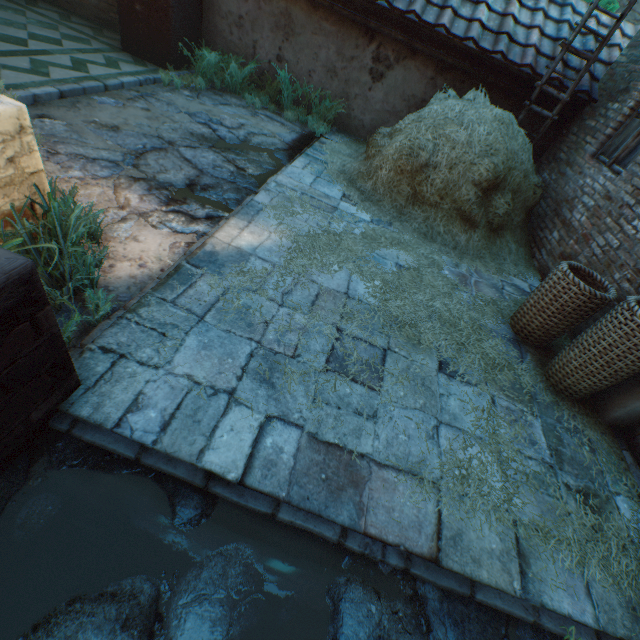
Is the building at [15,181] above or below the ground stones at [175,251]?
above

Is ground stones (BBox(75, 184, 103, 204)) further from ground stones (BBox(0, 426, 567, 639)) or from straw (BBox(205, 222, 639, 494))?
ground stones (BBox(0, 426, 567, 639))

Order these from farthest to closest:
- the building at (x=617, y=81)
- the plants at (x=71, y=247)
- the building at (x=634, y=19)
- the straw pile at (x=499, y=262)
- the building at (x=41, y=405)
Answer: the building at (x=634, y=19) → the straw pile at (x=499, y=262) → the building at (x=617, y=81) → the plants at (x=71, y=247) → the building at (x=41, y=405)

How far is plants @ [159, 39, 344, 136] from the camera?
5.77m

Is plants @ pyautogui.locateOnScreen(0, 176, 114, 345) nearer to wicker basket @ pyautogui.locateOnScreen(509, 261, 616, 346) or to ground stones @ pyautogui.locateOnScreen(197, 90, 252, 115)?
ground stones @ pyautogui.locateOnScreen(197, 90, 252, 115)

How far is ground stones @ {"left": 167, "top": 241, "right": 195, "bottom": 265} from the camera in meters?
2.7 m

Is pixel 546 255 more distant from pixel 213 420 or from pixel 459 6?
pixel 213 420
